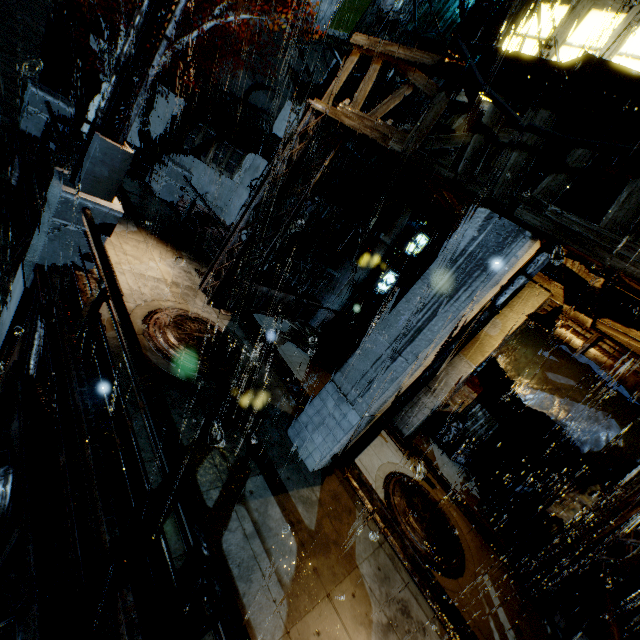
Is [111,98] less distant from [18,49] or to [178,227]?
[178,227]

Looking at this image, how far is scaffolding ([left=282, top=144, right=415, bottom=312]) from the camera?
10.4m

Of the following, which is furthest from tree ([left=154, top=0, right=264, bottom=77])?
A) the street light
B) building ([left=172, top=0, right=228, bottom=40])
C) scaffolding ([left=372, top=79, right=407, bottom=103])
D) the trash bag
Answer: → the trash bag

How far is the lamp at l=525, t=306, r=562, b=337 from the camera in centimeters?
655cm

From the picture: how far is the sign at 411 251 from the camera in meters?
11.6

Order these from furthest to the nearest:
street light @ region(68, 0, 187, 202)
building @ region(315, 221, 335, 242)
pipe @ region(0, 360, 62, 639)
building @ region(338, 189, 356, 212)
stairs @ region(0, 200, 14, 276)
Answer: building @ region(315, 221, 335, 242) → building @ region(338, 189, 356, 212) → stairs @ region(0, 200, 14, 276) → street light @ region(68, 0, 187, 202) → pipe @ region(0, 360, 62, 639)

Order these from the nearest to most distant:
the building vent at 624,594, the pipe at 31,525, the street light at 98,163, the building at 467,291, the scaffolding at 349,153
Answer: the pipe at 31,525
the building at 467,291
the street light at 98,163
the building vent at 624,594
the scaffolding at 349,153

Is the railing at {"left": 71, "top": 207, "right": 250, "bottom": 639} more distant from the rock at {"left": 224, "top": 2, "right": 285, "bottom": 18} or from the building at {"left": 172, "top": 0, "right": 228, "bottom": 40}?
the rock at {"left": 224, "top": 2, "right": 285, "bottom": 18}
